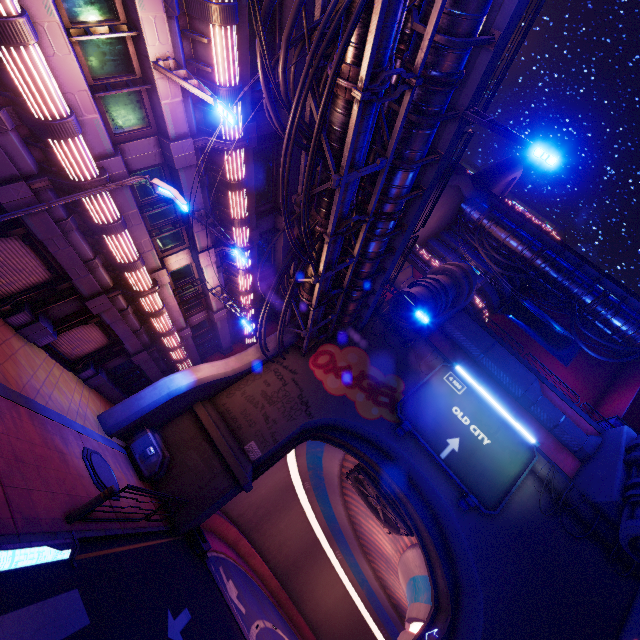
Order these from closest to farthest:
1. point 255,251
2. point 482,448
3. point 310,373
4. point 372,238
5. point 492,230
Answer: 1. point 372,238
2. point 255,251
3. point 482,448
4. point 310,373
5. point 492,230

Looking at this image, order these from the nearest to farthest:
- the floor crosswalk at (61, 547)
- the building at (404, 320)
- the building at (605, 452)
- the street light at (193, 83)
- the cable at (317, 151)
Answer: the floor crosswalk at (61, 547) → the cable at (317, 151) → the street light at (193, 83) → the building at (605, 452) → the building at (404, 320)

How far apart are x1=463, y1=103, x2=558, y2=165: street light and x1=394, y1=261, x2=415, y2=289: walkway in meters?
17.8 m

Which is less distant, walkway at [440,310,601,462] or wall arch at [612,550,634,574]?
wall arch at [612,550,634,574]

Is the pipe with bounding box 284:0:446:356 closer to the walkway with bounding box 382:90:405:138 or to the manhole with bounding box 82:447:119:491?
the walkway with bounding box 382:90:405:138

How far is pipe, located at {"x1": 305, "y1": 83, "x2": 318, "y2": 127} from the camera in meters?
9.4

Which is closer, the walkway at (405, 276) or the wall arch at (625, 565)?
the wall arch at (625, 565)

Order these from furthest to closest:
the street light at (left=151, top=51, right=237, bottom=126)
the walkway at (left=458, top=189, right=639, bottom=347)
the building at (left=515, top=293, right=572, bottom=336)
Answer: the building at (left=515, top=293, right=572, bottom=336) → the walkway at (left=458, top=189, right=639, bottom=347) → the street light at (left=151, top=51, right=237, bottom=126)
